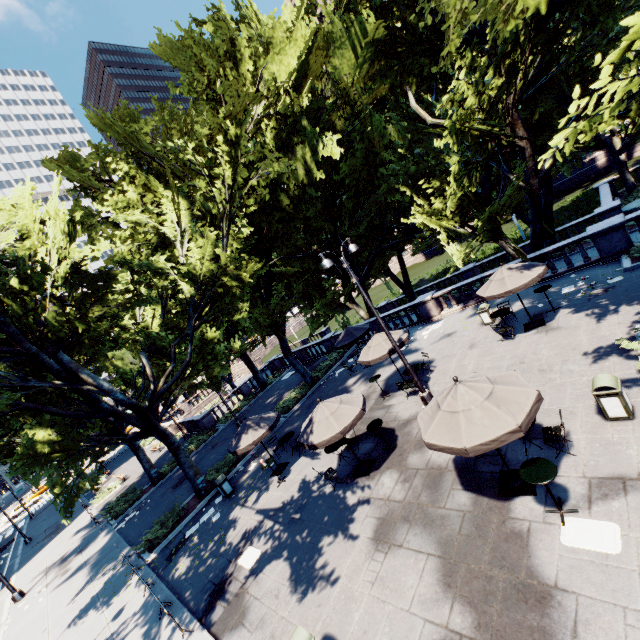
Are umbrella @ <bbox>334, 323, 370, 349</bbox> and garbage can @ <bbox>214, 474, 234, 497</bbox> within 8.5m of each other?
no

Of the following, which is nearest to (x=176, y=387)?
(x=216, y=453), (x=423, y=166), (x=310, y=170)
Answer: (x=216, y=453)

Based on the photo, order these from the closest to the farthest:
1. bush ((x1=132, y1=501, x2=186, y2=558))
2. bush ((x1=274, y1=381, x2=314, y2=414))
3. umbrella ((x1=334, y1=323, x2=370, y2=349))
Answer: bush ((x1=132, y1=501, x2=186, y2=558))
umbrella ((x1=334, y1=323, x2=370, y2=349))
bush ((x1=274, y1=381, x2=314, y2=414))

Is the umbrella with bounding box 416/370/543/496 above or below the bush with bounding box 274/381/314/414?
above

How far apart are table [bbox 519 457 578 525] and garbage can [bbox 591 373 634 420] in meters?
2.5

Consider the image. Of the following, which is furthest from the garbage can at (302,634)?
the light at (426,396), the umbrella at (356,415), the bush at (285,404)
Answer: the bush at (285,404)

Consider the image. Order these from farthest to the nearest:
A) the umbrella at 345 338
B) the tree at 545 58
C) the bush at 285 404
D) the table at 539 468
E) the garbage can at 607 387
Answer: the bush at 285 404
the umbrella at 345 338
the tree at 545 58
the garbage can at 607 387
the table at 539 468

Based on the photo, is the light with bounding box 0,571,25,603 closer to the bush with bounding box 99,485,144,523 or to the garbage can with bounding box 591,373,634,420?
the bush with bounding box 99,485,144,523
